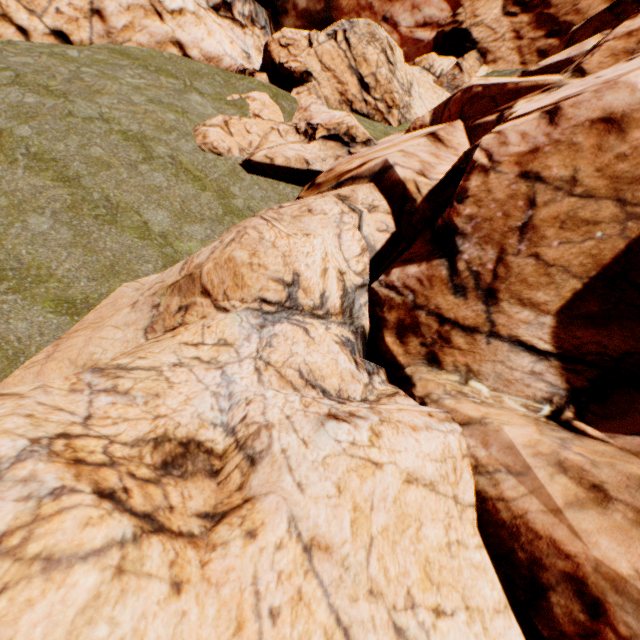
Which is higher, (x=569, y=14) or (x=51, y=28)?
(x=51, y=28)
